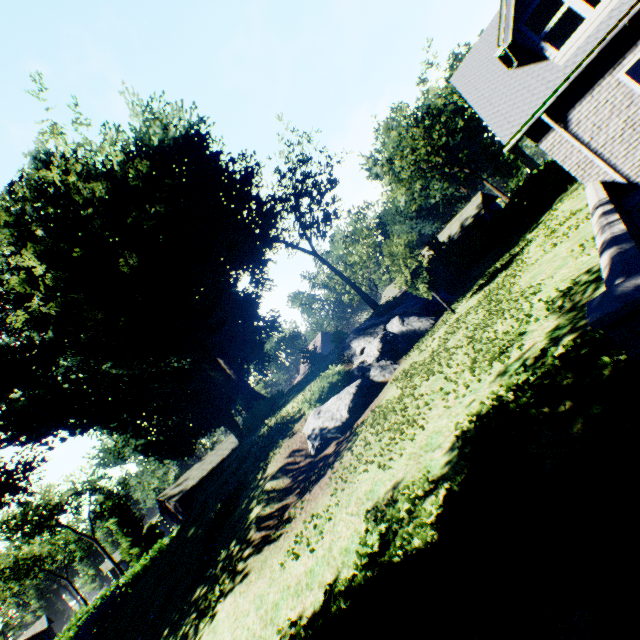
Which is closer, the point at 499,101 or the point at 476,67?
the point at 499,101

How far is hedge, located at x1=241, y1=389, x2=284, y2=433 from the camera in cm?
2320

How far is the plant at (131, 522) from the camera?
55.4m

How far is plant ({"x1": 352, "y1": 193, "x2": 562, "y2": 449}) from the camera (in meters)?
7.25

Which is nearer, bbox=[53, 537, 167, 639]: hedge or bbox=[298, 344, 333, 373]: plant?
bbox=[298, 344, 333, 373]: plant

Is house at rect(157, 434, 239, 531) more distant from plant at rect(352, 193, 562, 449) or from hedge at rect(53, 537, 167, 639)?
hedge at rect(53, 537, 167, 639)

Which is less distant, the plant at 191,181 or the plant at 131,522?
the plant at 191,181

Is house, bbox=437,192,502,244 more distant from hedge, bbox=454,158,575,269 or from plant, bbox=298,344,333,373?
plant, bbox=298,344,333,373
